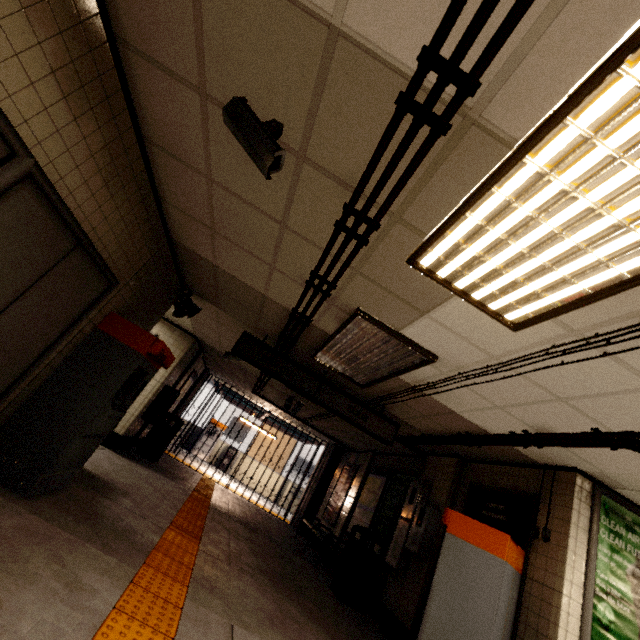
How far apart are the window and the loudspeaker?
3.77m

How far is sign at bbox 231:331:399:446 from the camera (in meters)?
5.19

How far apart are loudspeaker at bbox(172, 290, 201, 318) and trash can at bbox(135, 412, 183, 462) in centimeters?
412cm

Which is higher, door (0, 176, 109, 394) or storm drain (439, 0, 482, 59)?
storm drain (439, 0, 482, 59)

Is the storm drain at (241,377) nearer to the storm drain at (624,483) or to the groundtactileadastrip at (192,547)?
the storm drain at (624,483)

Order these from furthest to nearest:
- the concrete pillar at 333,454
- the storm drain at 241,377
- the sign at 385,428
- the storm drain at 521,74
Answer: the concrete pillar at 333,454
the storm drain at 241,377
the sign at 385,428
the storm drain at 521,74

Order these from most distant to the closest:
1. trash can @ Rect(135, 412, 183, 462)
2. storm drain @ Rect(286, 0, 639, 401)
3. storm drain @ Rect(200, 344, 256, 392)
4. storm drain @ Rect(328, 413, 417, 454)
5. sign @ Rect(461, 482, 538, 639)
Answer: storm drain @ Rect(200, 344, 256, 392) < trash can @ Rect(135, 412, 183, 462) < storm drain @ Rect(328, 413, 417, 454) < sign @ Rect(461, 482, 538, 639) < storm drain @ Rect(286, 0, 639, 401)

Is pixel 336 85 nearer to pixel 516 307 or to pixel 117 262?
pixel 516 307
